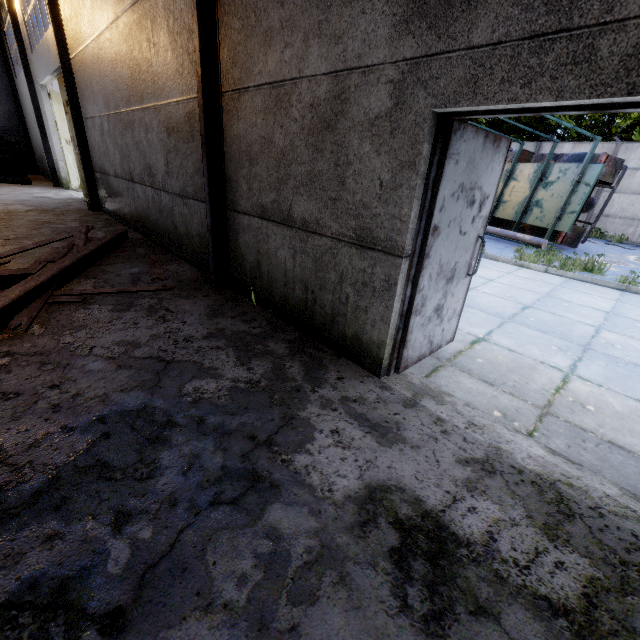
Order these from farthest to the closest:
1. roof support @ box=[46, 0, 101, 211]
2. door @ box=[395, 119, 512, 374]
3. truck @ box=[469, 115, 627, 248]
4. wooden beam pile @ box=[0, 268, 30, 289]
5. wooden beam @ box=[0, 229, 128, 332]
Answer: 1. truck @ box=[469, 115, 627, 248]
2. roof support @ box=[46, 0, 101, 211]
3. wooden beam pile @ box=[0, 268, 30, 289]
4. wooden beam @ box=[0, 229, 128, 332]
5. door @ box=[395, 119, 512, 374]

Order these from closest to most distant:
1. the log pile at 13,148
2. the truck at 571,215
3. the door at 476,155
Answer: the door at 476,155
the truck at 571,215
the log pile at 13,148

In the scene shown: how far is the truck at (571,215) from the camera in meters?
9.7 m

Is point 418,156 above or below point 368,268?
above

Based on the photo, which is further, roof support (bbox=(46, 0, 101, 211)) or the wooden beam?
roof support (bbox=(46, 0, 101, 211))

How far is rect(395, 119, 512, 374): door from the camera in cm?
248

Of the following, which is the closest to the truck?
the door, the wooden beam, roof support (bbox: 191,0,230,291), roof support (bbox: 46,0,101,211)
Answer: the door

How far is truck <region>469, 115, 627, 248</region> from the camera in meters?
9.7
